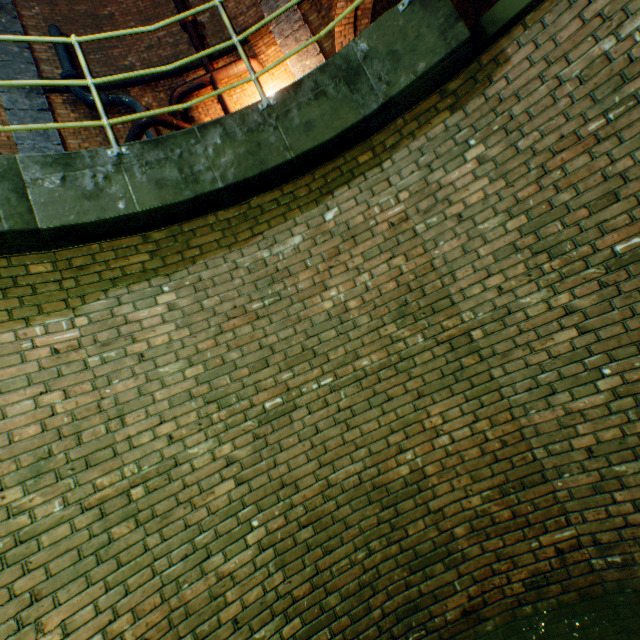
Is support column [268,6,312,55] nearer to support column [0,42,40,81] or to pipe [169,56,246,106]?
pipe [169,56,246,106]

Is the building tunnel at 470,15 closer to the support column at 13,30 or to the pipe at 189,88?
the pipe at 189,88

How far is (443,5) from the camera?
2.57m

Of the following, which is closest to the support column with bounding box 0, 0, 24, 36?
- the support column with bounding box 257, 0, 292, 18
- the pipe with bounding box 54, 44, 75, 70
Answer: the pipe with bounding box 54, 44, 75, 70

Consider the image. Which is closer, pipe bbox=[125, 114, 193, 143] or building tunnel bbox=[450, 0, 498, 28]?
pipe bbox=[125, 114, 193, 143]

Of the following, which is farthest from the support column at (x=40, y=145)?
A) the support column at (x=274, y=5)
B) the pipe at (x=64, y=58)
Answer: the support column at (x=274, y=5)

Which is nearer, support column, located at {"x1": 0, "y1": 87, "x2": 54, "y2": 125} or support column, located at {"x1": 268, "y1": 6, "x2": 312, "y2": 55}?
support column, located at {"x1": 0, "y1": 87, "x2": 54, "y2": 125}

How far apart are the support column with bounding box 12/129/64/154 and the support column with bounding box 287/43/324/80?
4.7m
